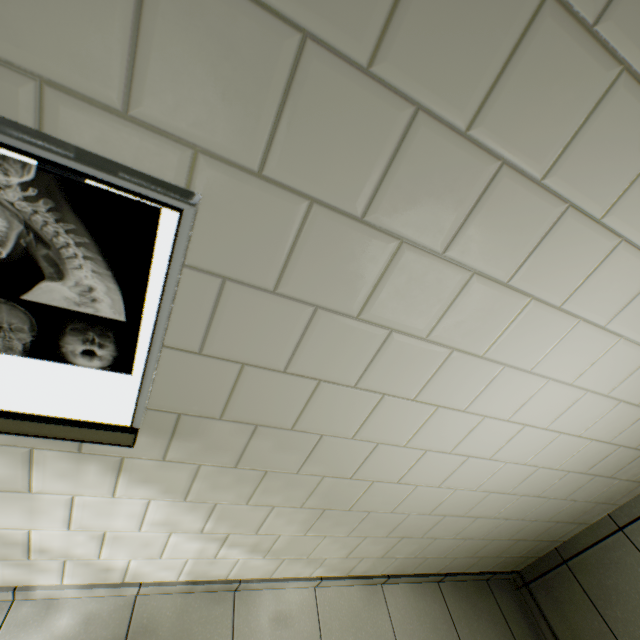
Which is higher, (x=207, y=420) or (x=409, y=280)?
(x=409, y=280)
